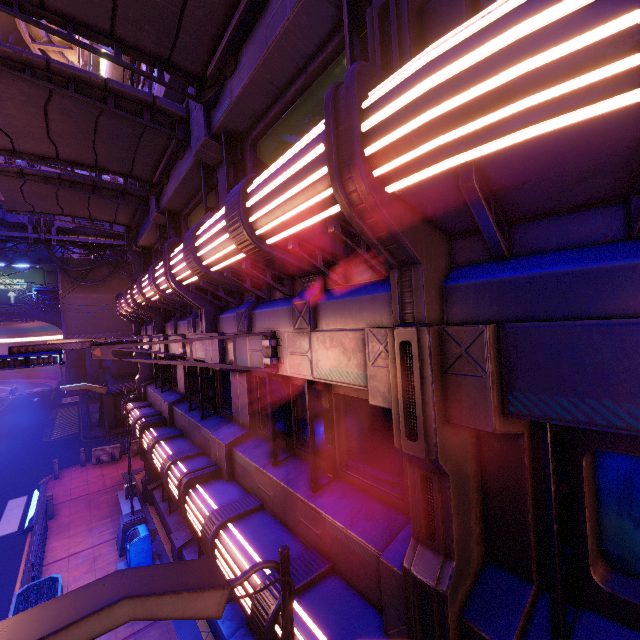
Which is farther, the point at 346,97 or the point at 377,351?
the point at 377,351

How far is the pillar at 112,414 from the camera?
26.44m

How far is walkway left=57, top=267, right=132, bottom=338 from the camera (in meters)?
23.23

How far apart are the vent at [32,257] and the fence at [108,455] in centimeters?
4318cm

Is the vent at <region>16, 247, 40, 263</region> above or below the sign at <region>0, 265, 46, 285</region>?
above

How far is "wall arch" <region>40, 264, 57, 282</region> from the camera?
46.7 meters

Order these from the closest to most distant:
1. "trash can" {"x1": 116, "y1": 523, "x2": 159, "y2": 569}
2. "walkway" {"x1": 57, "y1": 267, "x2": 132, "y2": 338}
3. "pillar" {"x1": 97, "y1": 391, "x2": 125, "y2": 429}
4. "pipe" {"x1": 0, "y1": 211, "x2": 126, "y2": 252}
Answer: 1. "trash can" {"x1": 116, "y1": 523, "x2": 159, "y2": 569}
2. "pipe" {"x1": 0, "y1": 211, "x2": 126, "y2": 252}
3. "walkway" {"x1": 57, "y1": 267, "x2": 132, "y2": 338}
4. "pillar" {"x1": 97, "y1": 391, "x2": 125, "y2": 429}
